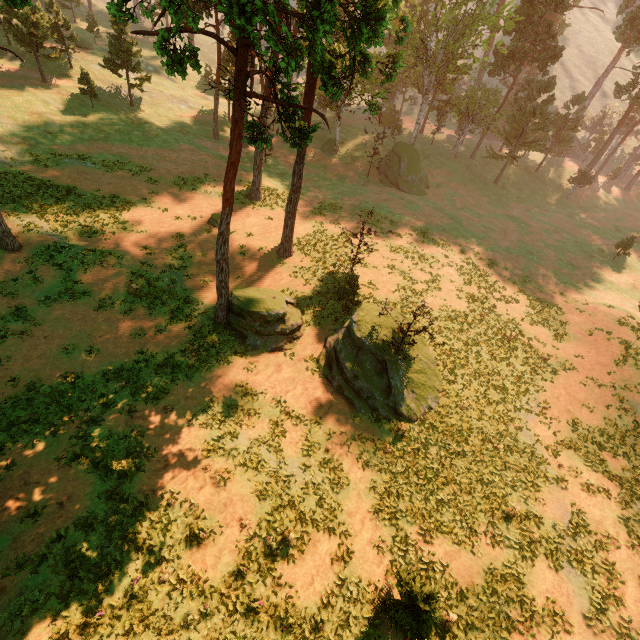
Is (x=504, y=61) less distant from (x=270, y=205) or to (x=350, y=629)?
(x=270, y=205)

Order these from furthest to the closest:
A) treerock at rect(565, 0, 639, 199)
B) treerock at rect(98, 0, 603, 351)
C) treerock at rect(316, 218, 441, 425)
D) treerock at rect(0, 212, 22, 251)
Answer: treerock at rect(565, 0, 639, 199), treerock at rect(0, 212, 22, 251), treerock at rect(316, 218, 441, 425), treerock at rect(98, 0, 603, 351)

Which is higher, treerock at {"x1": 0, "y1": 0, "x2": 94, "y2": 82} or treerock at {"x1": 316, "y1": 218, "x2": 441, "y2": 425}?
treerock at {"x1": 0, "y1": 0, "x2": 94, "y2": 82}

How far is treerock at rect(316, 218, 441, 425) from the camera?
18.3m

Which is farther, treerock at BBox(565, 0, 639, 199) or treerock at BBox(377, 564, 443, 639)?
treerock at BBox(565, 0, 639, 199)

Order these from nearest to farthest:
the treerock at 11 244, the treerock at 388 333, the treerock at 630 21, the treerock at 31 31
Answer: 1. the treerock at 388 333
2. the treerock at 11 244
3. the treerock at 31 31
4. the treerock at 630 21

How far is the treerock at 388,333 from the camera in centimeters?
1831cm
